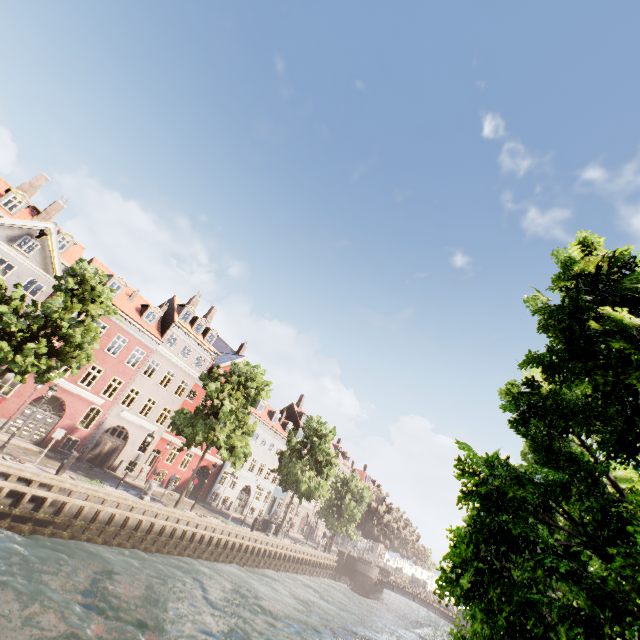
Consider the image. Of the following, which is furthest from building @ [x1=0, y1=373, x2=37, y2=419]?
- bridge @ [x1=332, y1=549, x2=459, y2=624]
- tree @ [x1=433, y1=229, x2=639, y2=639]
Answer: bridge @ [x1=332, y1=549, x2=459, y2=624]

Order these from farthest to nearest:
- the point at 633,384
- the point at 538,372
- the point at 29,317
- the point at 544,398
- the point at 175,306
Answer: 1. the point at 175,306
2. the point at 29,317
3. the point at 538,372
4. the point at 544,398
5. the point at 633,384

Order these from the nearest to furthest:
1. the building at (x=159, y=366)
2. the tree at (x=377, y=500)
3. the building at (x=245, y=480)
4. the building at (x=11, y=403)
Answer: the building at (x=11, y=403)
the building at (x=159, y=366)
the tree at (x=377, y=500)
the building at (x=245, y=480)

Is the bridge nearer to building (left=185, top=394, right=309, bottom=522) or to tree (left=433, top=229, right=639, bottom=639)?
tree (left=433, top=229, right=639, bottom=639)

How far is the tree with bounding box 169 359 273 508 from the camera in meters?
23.3 m

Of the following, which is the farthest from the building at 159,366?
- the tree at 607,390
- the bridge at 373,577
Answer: the bridge at 373,577
